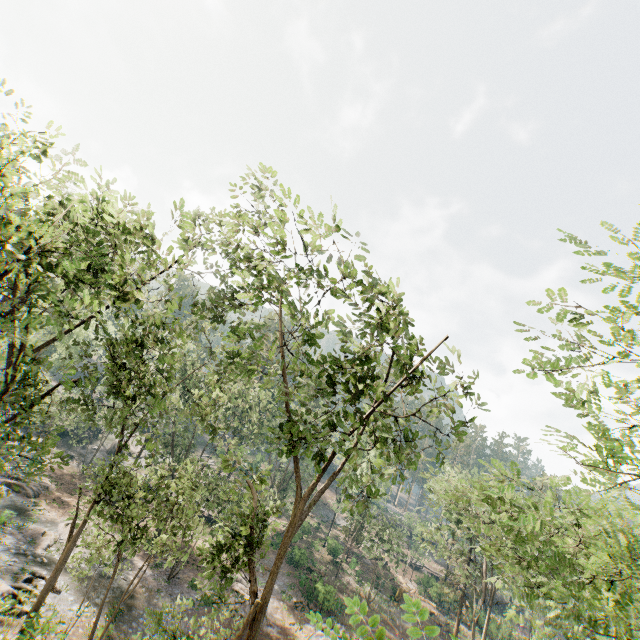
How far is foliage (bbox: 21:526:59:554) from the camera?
24.72m

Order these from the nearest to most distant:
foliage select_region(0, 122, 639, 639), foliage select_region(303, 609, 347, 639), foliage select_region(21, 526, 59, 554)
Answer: foliage select_region(303, 609, 347, 639) → foliage select_region(0, 122, 639, 639) → foliage select_region(21, 526, 59, 554)

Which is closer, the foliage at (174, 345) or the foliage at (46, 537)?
the foliage at (174, 345)

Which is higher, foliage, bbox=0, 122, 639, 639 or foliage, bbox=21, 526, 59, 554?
foliage, bbox=0, 122, 639, 639

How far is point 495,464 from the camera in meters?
9.9 m

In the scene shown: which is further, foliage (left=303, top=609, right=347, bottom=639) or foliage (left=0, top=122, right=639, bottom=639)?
foliage (left=0, top=122, right=639, bottom=639)
